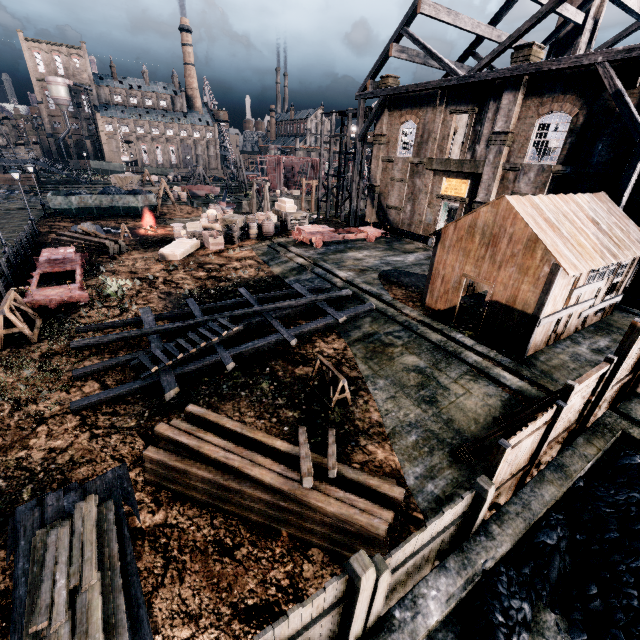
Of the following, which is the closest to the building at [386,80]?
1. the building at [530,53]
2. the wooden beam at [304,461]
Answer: the building at [530,53]

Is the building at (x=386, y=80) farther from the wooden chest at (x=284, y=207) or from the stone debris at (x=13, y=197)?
the stone debris at (x=13, y=197)

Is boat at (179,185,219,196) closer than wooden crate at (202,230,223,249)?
No

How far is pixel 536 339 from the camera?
12.8m

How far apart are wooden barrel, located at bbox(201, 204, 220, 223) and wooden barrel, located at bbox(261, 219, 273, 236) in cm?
451

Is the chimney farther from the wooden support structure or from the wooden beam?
the wooden support structure

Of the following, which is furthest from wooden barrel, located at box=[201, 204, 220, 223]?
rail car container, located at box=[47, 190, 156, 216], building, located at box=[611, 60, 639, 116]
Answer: building, located at box=[611, 60, 639, 116]

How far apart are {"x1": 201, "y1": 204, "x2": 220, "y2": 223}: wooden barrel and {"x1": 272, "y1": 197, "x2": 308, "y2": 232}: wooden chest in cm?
A: 518
